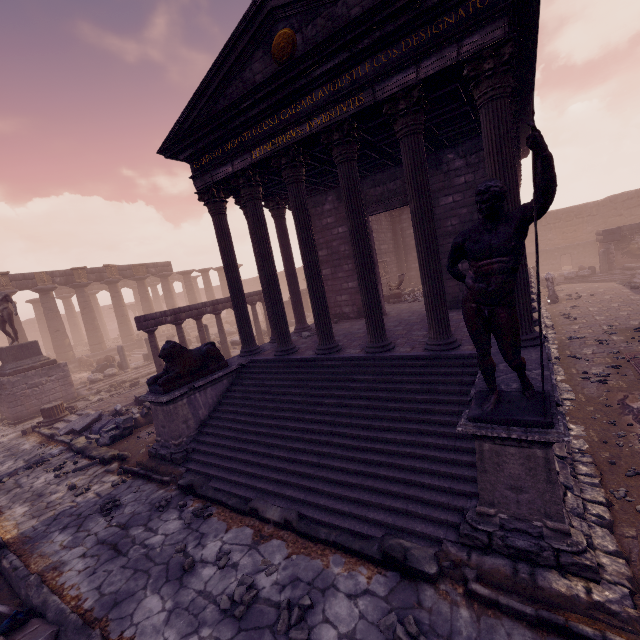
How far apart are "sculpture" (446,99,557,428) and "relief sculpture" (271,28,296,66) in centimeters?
569cm

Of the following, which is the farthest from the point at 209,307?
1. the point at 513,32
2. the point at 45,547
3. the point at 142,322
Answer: the point at 513,32

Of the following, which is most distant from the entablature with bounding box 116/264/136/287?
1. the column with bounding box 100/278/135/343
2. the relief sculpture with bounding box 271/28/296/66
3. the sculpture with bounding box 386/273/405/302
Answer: the relief sculpture with bounding box 271/28/296/66

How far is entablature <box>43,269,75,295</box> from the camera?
22.8 meters

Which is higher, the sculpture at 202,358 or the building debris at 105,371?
the sculpture at 202,358

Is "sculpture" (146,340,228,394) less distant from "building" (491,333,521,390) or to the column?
"building" (491,333,521,390)

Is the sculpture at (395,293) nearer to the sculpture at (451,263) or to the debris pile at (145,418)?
the debris pile at (145,418)

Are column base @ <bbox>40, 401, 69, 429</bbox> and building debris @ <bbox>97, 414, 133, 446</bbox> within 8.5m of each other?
yes
